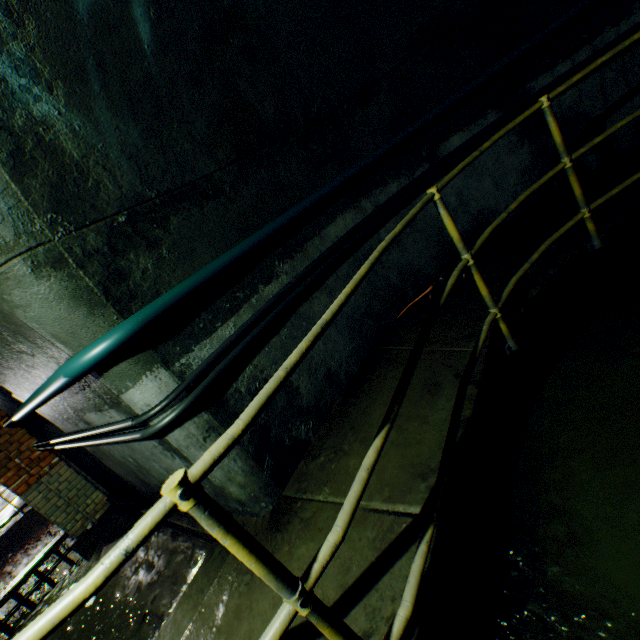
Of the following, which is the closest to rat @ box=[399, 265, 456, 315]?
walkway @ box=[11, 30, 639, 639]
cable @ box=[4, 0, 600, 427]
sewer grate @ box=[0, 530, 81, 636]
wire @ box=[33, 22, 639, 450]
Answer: walkway @ box=[11, 30, 639, 639]

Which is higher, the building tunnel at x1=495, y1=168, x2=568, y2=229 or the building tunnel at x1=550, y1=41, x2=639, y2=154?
the building tunnel at x1=550, y1=41, x2=639, y2=154

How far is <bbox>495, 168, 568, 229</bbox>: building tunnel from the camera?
4.02m

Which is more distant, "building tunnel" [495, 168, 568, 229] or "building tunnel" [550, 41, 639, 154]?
"building tunnel" [495, 168, 568, 229]

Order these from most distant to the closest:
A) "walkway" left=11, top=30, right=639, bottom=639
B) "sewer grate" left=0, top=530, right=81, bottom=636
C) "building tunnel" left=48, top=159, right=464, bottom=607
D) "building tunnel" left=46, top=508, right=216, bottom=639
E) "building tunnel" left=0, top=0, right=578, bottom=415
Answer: "sewer grate" left=0, top=530, right=81, bottom=636 → "building tunnel" left=46, top=508, right=216, bottom=639 → "building tunnel" left=48, top=159, right=464, bottom=607 → "building tunnel" left=0, top=0, right=578, bottom=415 → "walkway" left=11, top=30, right=639, bottom=639

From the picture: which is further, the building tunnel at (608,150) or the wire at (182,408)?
the building tunnel at (608,150)

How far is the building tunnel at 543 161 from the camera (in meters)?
3.86

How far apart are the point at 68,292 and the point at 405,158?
3.5 meters
